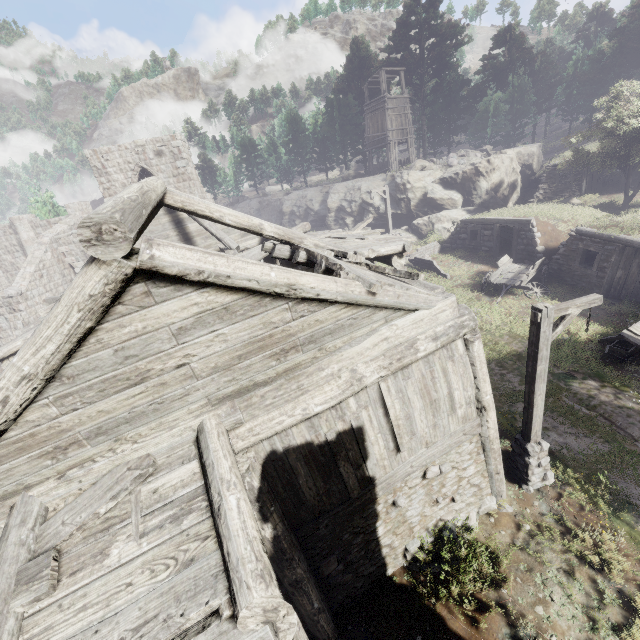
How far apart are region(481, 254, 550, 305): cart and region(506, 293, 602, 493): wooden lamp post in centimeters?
893cm

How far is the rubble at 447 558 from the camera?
6.8m

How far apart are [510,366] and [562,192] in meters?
22.1

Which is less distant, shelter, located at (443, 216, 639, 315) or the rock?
shelter, located at (443, 216, 639, 315)

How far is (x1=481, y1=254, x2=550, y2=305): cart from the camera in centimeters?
1585cm

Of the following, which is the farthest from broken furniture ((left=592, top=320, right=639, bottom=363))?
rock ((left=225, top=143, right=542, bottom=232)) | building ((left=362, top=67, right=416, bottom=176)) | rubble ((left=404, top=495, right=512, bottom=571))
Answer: building ((left=362, top=67, right=416, bottom=176))

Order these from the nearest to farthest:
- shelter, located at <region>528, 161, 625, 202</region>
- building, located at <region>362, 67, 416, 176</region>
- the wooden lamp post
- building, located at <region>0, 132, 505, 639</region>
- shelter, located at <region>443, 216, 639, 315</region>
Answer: building, located at <region>0, 132, 505, 639</region> < the wooden lamp post < shelter, located at <region>443, 216, 639, 315</region> < shelter, located at <region>528, 161, 625, 202</region> < building, located at <region>362, 67, 416, 176</region>

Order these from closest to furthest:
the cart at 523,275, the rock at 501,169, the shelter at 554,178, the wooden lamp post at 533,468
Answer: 1. the wooden lamp post at 533,468
2. the cart at 523,275
3. the shelter at 554,178
4. the rock at 501,169
